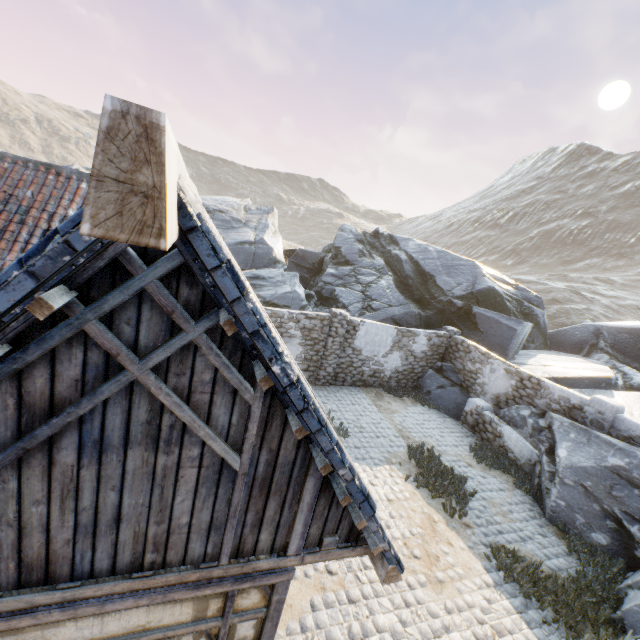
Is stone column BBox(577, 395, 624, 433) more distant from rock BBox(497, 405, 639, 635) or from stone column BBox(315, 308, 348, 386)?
stone column BBox(315, 308, 348, 386)

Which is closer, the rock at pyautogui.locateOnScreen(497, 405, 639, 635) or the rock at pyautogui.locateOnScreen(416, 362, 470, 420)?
the rock at pyautogui.locateOnScreen(497, 405, 639, 635)

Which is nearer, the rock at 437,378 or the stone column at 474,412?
the stone column at 474,412

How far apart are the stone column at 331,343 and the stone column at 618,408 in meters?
8.2 m

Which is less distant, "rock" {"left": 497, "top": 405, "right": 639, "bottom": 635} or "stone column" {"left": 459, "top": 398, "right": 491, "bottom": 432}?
"rock" {"left": 497, "top": 405, "right": 639, "bottom": 635}

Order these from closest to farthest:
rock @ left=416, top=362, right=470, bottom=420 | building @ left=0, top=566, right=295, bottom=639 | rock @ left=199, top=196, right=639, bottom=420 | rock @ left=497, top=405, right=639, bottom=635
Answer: building @ left=0, top=566, right=295, bottom=639 → rock @ left=497, top=405, right=639, bottom=635 → rock @ left=416, top=362, right=470, bottom=420 → rock @ left=199, top=196, right=639, bottom=420

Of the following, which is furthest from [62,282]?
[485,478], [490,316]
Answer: [490,316]

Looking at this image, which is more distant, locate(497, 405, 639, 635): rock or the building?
locate(497, 405, 639, 635): rock
